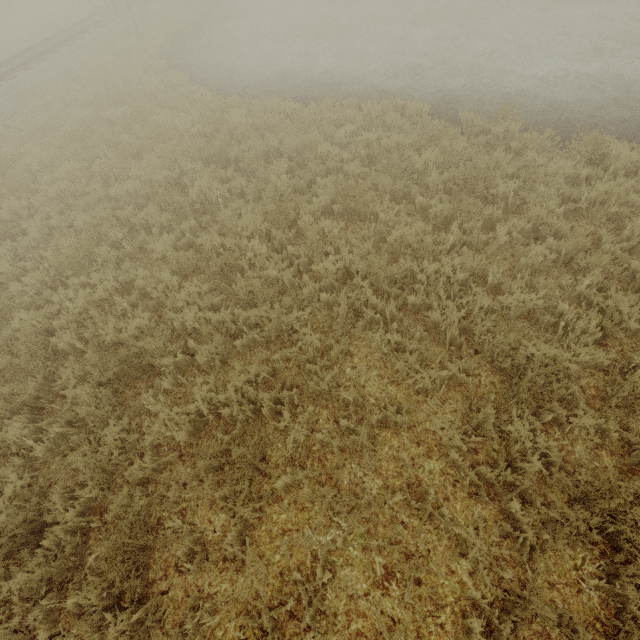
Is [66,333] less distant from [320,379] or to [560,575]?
[320,379]
